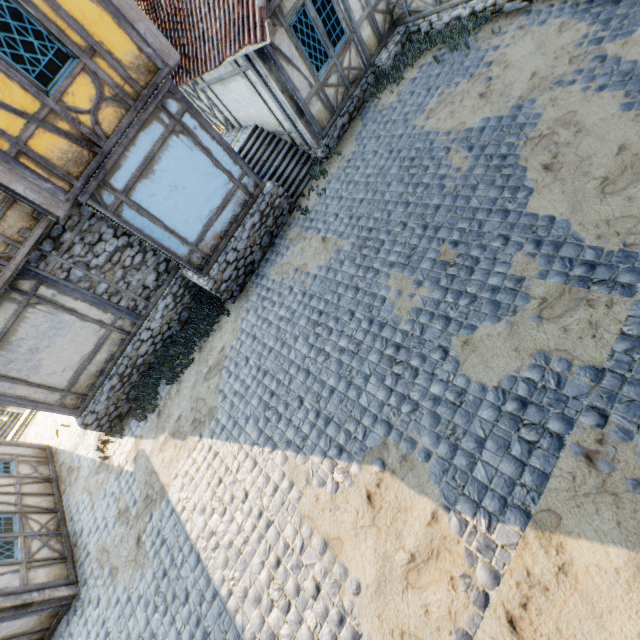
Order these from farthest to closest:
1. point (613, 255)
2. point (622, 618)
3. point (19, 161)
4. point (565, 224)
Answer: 1. point (19, 161)
2. point (565, 224)
3. point (613, 255)
4. point (622, 618)

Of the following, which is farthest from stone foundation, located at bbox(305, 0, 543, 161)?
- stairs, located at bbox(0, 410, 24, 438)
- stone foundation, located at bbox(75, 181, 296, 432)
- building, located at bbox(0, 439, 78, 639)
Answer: stairs, located at bbox(0, 410, 24, 438)

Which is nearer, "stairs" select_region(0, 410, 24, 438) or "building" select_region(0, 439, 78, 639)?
"building" select_region(0, 439, 78, 639)

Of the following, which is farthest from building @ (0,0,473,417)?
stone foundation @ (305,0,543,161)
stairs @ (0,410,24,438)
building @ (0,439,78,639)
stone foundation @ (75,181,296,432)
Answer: stairs @ (0,410,24,438)

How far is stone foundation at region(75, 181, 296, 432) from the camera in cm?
841

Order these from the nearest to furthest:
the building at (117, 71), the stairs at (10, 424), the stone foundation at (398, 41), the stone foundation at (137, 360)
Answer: the building at (117, 71) < the stone foundation at (398, 41) < the stone foundation at (137, 360) < the stairs at (10, 424)

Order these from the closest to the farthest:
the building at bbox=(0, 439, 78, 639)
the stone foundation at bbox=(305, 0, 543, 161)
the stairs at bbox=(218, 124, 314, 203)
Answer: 1. the building at bbox=(0, 439, 78, 639)
2. the stone foundation at bbox=(305, 0, 543, 161)
3. the stairs at bbox=(218, 124, 314, 203)

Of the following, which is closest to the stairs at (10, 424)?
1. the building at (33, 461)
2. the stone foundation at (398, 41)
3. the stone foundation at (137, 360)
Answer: the building at (33, 461)
